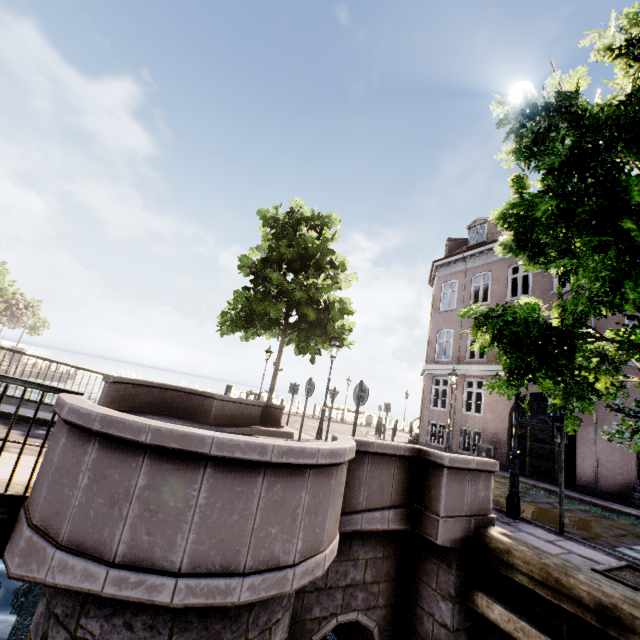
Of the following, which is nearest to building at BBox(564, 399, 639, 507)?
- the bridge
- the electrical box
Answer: the electrical box

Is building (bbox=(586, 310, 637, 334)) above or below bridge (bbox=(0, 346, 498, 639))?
above

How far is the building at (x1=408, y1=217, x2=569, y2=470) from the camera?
14.4m

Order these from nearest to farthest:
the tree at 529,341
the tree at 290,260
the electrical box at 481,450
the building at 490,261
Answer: the tree at 529,341 → the tree at 290,260 → the electrical box at 481,450 → the building at 490,261

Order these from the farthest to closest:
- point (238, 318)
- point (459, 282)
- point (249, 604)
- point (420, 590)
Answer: point (459, 282) < point (238, 318) < point (420, 590) < point (249, 604)

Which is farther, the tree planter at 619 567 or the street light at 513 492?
the street light at 513 492

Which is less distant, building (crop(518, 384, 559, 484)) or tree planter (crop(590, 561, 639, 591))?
tree planter (crop(590, 561, 639, 591))

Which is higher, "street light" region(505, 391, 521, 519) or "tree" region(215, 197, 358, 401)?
"tree" region(215, 197, 358, 401)
